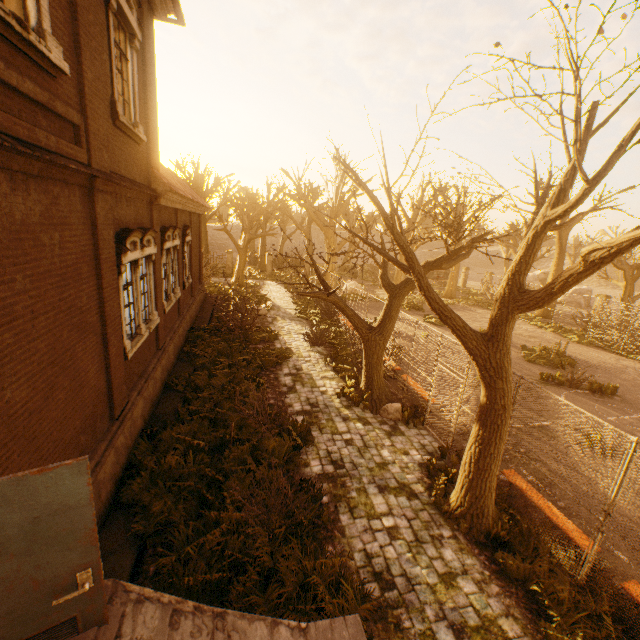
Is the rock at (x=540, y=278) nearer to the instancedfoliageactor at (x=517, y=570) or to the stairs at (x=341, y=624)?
the instancedfoliageactor at (x=517, y=570)

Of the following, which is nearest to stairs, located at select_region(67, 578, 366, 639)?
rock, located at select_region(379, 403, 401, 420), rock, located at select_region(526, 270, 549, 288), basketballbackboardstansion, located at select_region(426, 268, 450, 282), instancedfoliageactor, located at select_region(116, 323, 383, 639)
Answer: Answer: instancedfoliageactor, located at select_region(116, 323, 383, 639)

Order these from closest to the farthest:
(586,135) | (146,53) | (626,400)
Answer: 1. (586,135)
2. (146,53)
3. (626,400)

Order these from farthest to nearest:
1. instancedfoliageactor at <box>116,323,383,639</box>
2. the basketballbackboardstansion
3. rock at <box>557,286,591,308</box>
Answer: rock at <box>557,286,591,308</box> < the basketballbackboardstansion < instancedfoliageactor at <box>116,323,383,639</box>

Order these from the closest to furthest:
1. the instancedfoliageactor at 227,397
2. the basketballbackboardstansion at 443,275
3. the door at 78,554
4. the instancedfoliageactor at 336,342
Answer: the door at 78,554 < the instancedfoliageactor at 227,397 < the instancedfoliageactor at 336,342 < the basketballbackboardstansion at 443,275

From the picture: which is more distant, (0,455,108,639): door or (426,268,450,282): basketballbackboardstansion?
(426,268,450,282): basketballbackboardstansion

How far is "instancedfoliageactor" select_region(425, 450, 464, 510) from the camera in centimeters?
673cm

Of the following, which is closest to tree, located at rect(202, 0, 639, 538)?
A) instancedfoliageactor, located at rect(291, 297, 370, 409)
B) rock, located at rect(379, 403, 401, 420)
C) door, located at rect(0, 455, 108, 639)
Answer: rock, located at rect(379, 403, 401, 420)
